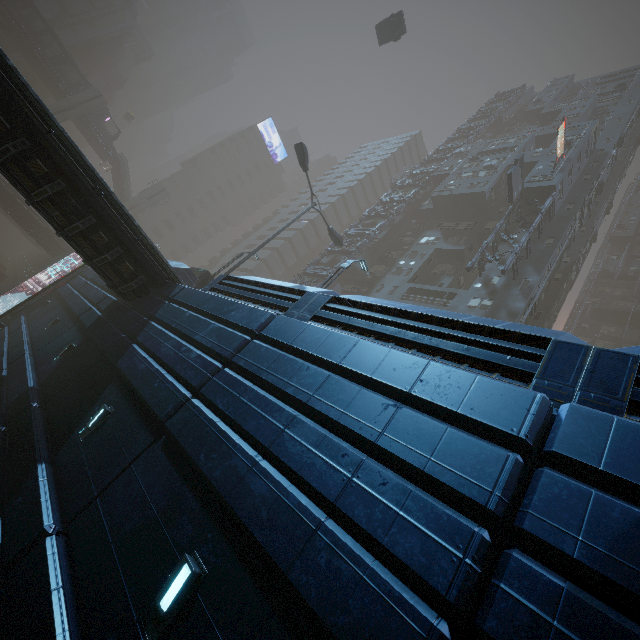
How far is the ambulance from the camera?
31.8 meters

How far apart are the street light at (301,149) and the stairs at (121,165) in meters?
41.7

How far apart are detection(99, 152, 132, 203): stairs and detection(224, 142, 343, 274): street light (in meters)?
41.70

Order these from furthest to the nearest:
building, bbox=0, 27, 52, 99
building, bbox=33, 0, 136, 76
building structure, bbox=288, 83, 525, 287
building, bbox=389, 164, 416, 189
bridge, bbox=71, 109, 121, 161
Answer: building, bbox=33, 0, 136, 76 → building, bbox=389, 164, 416, 189 → building, bbox=0, 27, 52, 99 → bridge, bbox=71, 109, 121, 161 → building structure, bbox=288, 83, 525, 287

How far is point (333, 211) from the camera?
59.0m

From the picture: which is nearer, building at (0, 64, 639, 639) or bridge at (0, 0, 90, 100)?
building at (0, 64, 639, 639)

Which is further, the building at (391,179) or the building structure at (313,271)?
the building at (391,179)

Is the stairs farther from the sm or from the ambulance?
the ambulance
